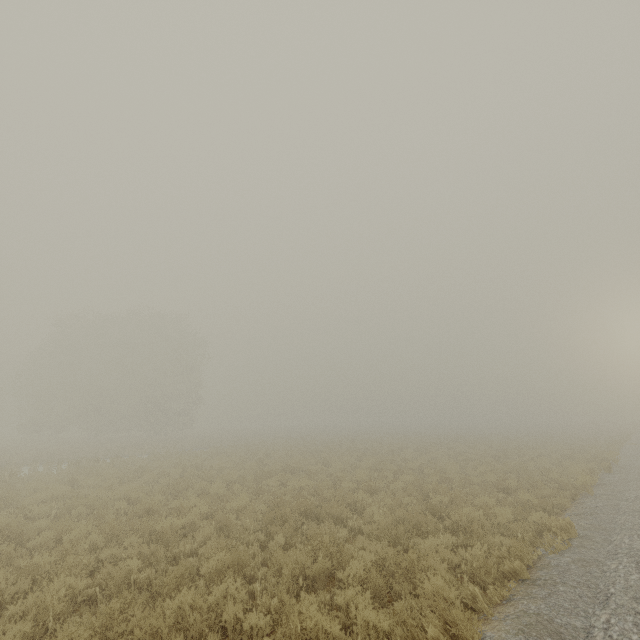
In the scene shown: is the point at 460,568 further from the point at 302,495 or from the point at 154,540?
the point at 154,540
